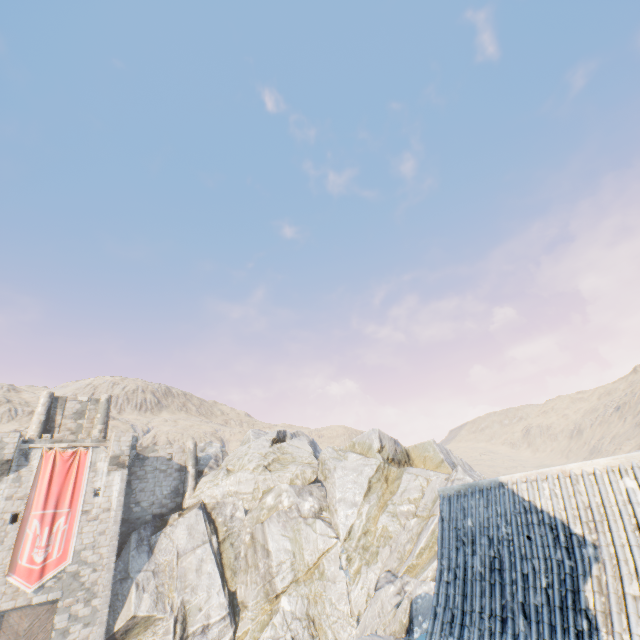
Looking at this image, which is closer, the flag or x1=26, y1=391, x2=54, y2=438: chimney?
the flag

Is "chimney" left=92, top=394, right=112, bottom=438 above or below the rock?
above

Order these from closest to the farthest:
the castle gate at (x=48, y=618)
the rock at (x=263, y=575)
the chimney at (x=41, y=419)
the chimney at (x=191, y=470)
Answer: the castle gate at (x=48, y=618) < the rock at (x=263, y=575) < the chimney at (x=41, y=419) < the chimney at (x=191, y=470)

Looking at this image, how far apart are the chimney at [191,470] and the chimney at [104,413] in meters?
7.3

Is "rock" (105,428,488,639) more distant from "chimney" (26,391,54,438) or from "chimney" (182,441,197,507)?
"chimney" (26,391,54,438)

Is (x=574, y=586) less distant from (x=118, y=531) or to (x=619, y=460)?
(x=619, y=460)

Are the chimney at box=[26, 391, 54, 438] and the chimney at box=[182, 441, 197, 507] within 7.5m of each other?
no

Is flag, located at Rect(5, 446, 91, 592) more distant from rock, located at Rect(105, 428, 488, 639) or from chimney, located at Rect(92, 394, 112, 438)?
chimney, located at Rect(92, 394, 112, 438)
